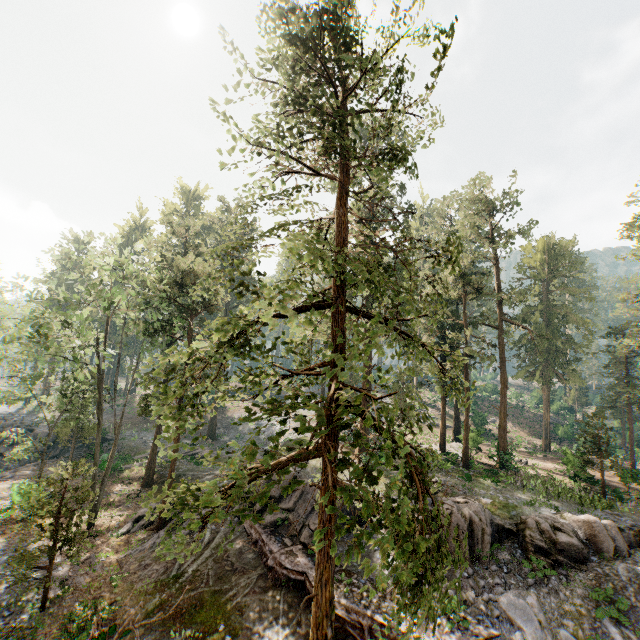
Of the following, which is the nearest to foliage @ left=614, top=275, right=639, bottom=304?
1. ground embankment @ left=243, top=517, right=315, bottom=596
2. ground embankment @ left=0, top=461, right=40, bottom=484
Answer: ground embankment @ left=0, top=461, right=40, bottom=484

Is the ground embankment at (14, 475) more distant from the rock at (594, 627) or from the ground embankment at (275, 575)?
the rock at (594, 627)

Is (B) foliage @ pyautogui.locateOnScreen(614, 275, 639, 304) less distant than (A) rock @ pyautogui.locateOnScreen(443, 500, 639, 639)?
No

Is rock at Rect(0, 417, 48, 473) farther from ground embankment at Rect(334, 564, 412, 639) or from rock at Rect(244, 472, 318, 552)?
ground embankment at Rect(334, 564, 412, 639)

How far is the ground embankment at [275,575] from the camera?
15.9 meters

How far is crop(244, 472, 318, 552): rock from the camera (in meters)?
18.50

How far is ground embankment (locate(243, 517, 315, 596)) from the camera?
15.93m

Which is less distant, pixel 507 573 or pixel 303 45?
pixel 303 45
